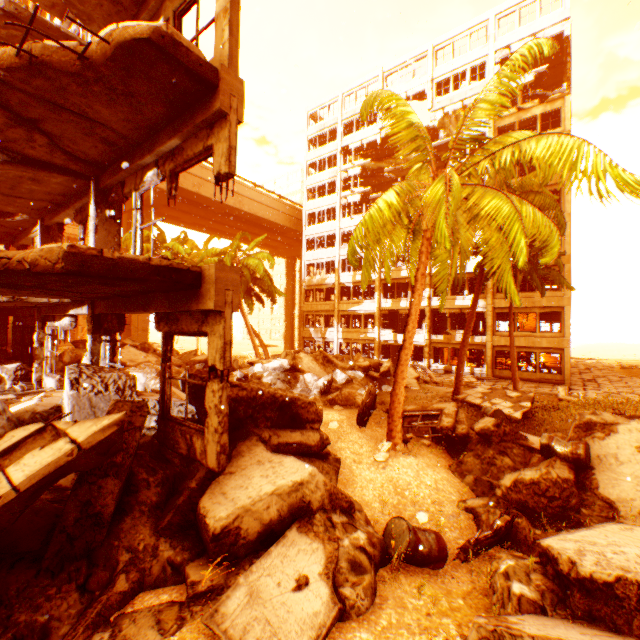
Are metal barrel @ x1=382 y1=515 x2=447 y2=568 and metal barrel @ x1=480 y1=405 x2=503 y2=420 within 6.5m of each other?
no

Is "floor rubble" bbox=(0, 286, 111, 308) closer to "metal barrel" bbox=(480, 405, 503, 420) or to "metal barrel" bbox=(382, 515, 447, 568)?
"metal barrel" bbox=(382, 515, 447, 568)

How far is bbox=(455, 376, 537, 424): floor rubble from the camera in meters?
13.7

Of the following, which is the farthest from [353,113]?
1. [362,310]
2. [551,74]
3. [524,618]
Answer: [524,618]

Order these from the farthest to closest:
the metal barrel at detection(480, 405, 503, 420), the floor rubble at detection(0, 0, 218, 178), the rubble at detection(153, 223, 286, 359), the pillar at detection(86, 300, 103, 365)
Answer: the rubble at detection(153, 223, 286, 359)
the metal barrel at detection(480, 405, 503, 420)
the pillar at detection(86, 300, 103, 365)
the floor rubble at detection(0, 0, 218, 178)

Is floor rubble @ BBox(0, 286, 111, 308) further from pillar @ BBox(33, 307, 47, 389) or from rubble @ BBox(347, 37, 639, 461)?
rubble @ BBox(347, 37, 639, 461)

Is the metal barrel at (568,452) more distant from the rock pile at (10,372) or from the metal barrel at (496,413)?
the metal barrel at (496,413)

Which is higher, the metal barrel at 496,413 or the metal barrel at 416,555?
the metal barrel at 416,555
